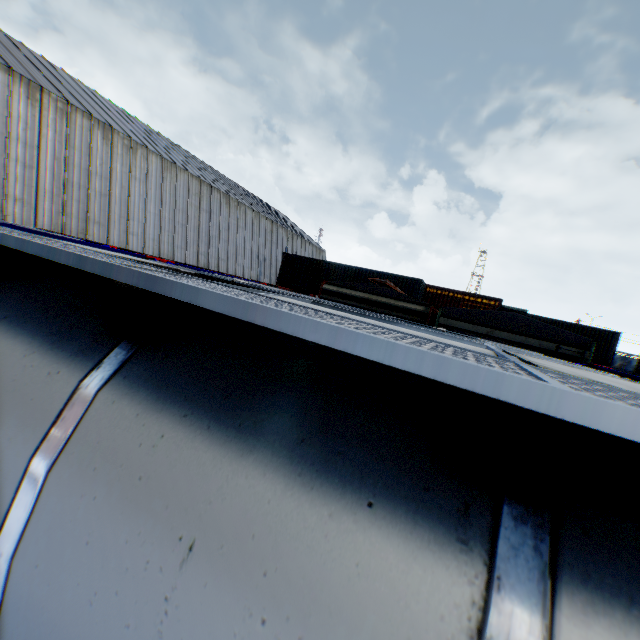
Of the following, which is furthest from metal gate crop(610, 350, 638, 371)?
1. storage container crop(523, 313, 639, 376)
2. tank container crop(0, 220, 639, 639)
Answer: tank container crop(0, 220, 639, 639)

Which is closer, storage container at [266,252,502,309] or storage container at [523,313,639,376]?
storage container at [523,313,639,376]

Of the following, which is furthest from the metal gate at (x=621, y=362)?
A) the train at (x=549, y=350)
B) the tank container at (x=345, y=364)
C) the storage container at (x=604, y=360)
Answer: the tank container at (x=345, y=364)

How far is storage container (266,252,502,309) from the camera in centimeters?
2406cm

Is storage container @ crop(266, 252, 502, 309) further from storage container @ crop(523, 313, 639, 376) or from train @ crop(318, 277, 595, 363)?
storage container @ crop(523, 313, 639, 376)

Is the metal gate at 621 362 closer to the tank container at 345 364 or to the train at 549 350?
the train at 549 350

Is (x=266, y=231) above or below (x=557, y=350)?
above

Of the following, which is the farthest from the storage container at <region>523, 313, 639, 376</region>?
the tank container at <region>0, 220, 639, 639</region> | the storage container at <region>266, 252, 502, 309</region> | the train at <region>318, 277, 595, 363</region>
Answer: the tank container at <region>0, 220, 639, 639</region>
